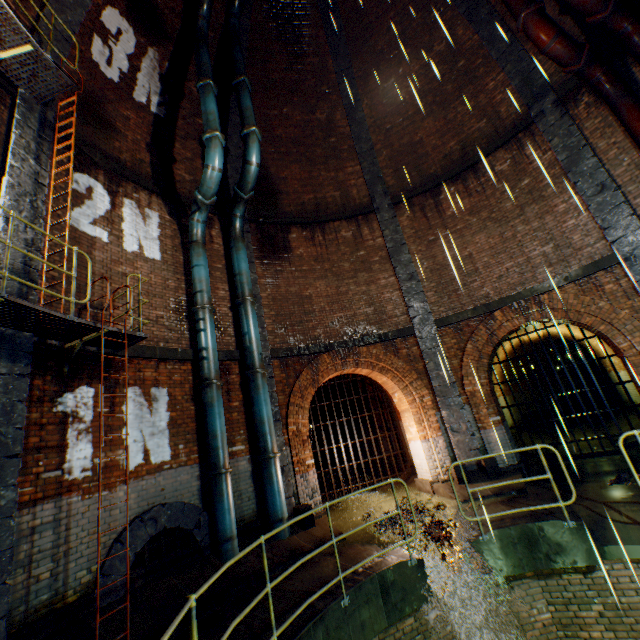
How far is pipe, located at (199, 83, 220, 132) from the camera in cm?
840

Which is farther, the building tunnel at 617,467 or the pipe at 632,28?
the building tunnel at 617,467

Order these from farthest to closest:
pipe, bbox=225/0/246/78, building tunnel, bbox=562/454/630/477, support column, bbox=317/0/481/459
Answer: pipe, bbox=225/0/246/78 < support column, bbox=317/0/481/459 < building tunnel, bbox=562/454/630/477

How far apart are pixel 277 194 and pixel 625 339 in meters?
11.4 m

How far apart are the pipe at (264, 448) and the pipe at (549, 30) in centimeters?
1014cm

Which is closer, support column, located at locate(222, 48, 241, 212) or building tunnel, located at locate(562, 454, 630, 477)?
building tunnel, located at locate(562, 454, 630, 477)

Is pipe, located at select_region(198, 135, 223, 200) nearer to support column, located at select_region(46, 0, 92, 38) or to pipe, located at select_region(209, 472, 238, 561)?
support column, located at select_region(46, 0, 92, 38)

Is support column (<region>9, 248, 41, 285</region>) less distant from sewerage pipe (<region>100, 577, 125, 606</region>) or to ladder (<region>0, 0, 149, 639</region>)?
ladder (<region>0, 0, 149, 639</region>)
